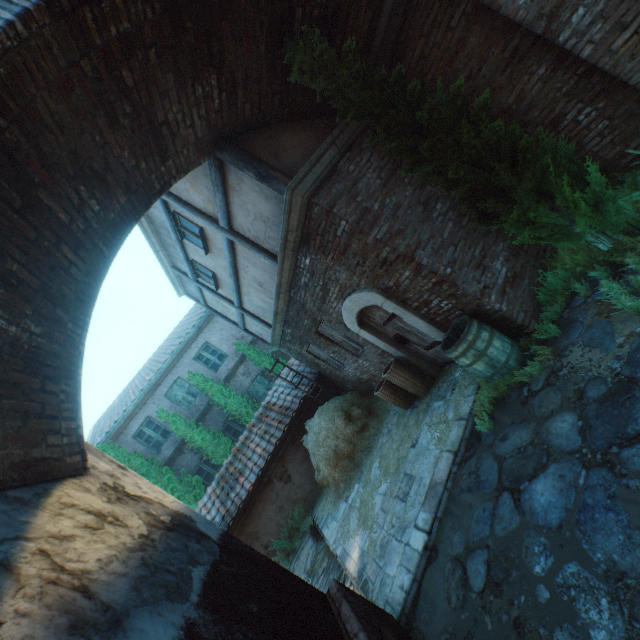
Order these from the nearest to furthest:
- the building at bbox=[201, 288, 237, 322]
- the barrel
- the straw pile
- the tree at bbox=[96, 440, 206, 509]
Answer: the barrel, the straw pile, the building at bbox=[201, 288, 237, 322], the tree at bbox=[96, 440, 206, 509]

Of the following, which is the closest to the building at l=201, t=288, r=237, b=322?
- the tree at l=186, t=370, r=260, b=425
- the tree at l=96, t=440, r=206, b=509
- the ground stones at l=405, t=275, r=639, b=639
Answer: the ground stones at l=405, t=275, r=639, b=639

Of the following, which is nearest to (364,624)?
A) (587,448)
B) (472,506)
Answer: (472,506)

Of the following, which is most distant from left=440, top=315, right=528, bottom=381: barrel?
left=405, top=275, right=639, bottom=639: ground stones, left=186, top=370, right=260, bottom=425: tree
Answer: left=186, top=370, right=260, bottom=425: tree

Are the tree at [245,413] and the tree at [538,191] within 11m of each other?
no

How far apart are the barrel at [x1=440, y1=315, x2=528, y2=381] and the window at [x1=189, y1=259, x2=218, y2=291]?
6.3 meters

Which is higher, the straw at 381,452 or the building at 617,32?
the building at 617,32

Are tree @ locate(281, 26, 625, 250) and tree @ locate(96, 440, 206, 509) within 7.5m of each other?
no
